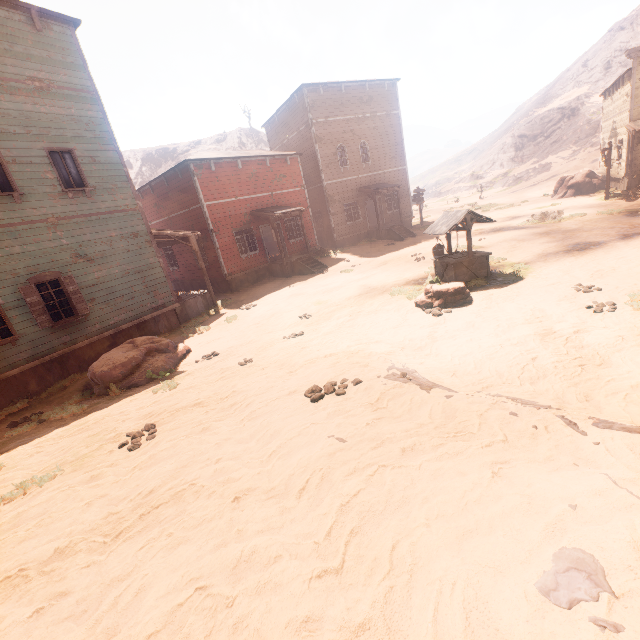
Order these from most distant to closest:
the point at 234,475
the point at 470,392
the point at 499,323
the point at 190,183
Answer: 1. the point at 190,183
2. the point at 499,323
3. the point at 470,392
4. the point at 234,475

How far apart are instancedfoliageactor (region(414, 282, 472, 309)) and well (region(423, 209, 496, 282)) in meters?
0.7

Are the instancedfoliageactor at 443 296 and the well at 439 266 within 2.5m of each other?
yes

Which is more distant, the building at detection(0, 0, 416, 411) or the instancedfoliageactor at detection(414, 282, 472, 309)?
the building at detection(0, 0, 416, 411)

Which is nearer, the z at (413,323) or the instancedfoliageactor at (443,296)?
the z at (413,323)

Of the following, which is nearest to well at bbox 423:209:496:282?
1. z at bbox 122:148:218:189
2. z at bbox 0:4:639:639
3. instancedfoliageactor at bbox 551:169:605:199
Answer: z at bbox 0:4:639:639

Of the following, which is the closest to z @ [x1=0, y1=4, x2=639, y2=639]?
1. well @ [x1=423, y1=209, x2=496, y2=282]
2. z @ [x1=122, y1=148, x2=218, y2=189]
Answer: well @ [x1=423, y1=209, x2=496, y2=282]

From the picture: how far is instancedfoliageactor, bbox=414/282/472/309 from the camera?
9.1m
